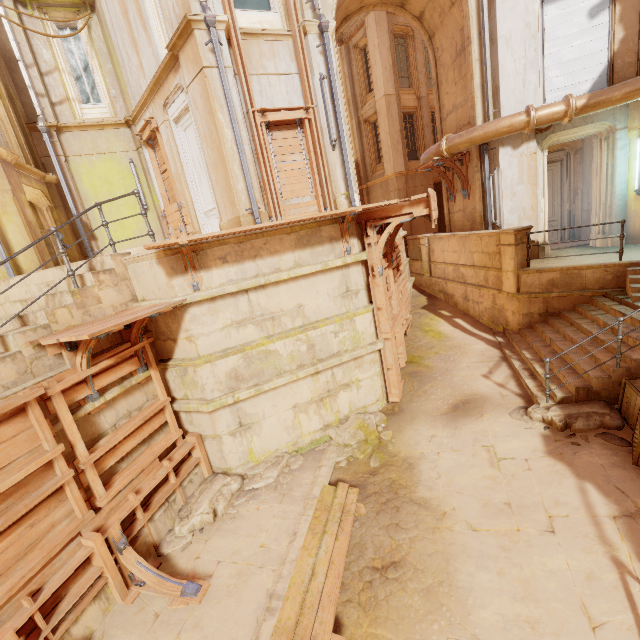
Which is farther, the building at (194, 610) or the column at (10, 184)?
the column at (10, 184)

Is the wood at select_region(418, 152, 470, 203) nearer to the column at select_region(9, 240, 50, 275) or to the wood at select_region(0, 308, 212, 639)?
the wood at select_region(0, 308, 212, 639)

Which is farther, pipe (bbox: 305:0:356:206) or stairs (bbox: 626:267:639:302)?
pipe (bbox: 305:0:356:206)

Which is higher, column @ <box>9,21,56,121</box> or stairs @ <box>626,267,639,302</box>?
column @ <box>9,21,56,121</box>

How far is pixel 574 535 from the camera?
4.64m

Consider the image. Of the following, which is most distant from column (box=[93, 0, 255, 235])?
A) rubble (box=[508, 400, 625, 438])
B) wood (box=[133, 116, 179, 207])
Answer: rubble (box=[508, 400, 625, 438])

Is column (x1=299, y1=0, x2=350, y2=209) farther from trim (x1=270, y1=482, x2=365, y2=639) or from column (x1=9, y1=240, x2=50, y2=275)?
column (x1=9, y1=240, x2=50, y2=275)

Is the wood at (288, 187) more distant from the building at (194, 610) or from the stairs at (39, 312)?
the stairs at (39, 312)
